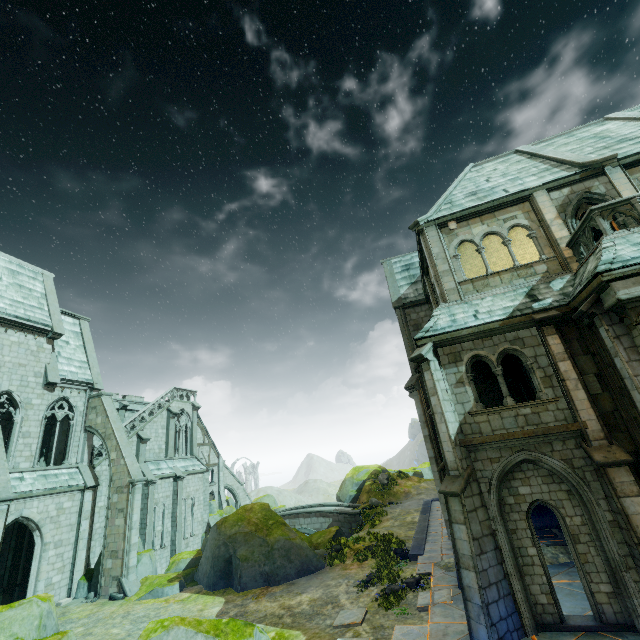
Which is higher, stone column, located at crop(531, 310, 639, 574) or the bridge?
stone column, located at crop(531, 310, 639, 574)

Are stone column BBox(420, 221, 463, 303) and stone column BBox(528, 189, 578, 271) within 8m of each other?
yes

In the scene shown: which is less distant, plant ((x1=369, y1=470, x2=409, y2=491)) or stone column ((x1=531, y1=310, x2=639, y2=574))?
stone column ((x1=531, y1=310, x2=639, y2=574))

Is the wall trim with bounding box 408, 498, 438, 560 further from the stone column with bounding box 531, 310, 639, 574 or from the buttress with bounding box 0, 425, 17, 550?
the buttress with bounding box 0, 425, 17, 550

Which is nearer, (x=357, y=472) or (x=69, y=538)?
(x=69, y=538)

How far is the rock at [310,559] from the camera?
16.23m

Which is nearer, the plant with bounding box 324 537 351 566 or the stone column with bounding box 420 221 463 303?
the stone column with bounding box 420 221 463 303

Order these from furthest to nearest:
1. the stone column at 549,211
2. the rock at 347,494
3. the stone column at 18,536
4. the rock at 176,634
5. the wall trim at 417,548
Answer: the rock at 347,494 → the stone column at 18,536 → the wall trim at 417,548 → the stone column at 549,211 → the rock at 176,634
